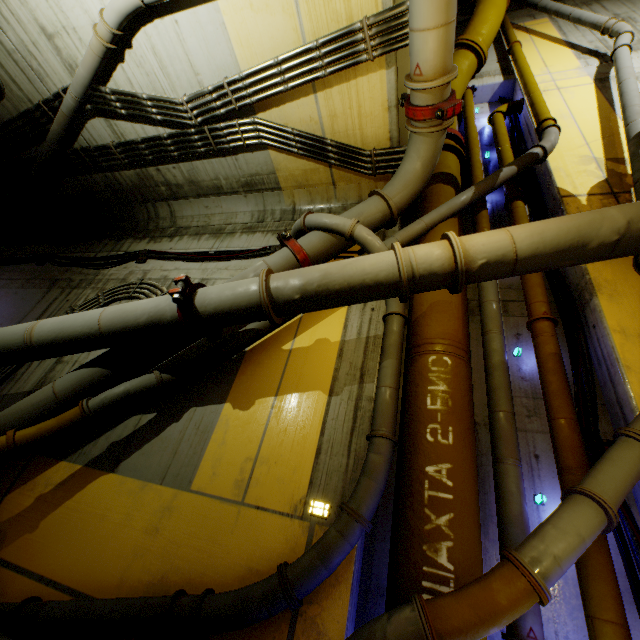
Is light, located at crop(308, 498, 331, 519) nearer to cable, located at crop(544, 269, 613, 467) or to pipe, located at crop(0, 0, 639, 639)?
pipe, located at crop(0, 0, 639, 639)

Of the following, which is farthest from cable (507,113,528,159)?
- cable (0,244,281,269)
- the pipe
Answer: cable (0,244,281,269)

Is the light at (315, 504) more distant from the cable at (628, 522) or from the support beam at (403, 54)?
the support beam at (403, 54)

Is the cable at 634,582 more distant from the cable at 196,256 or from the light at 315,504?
the cable at 196,256

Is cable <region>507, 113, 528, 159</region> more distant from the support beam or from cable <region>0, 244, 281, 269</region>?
cable <region>0, 244, 281, 269</region>

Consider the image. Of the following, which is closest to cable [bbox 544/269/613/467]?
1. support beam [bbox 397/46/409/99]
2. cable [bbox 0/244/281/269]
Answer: support beam [bbox 397/46/409/99]

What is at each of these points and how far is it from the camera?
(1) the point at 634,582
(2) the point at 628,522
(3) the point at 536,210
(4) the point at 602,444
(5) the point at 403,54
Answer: (1) cable, 2.6m
(2) cable, 2.8m
(3) cable, 5.4m
(4) cable, 3.2m
(5) support beam, 4.3m
